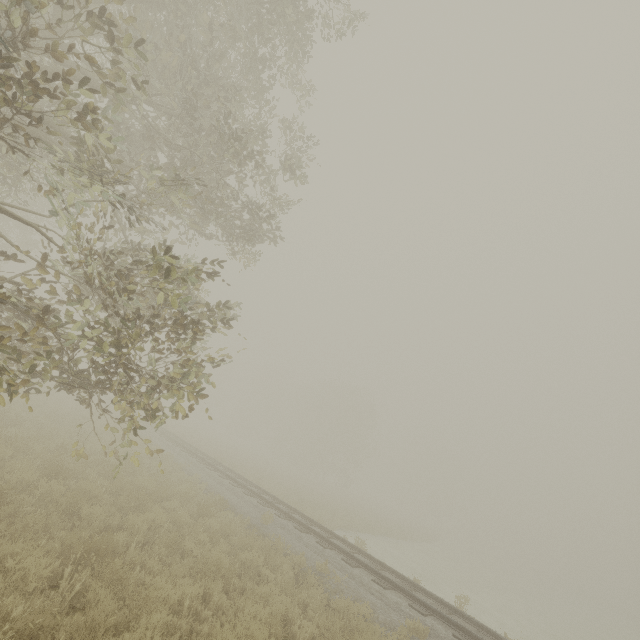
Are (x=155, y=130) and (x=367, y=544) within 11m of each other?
no
